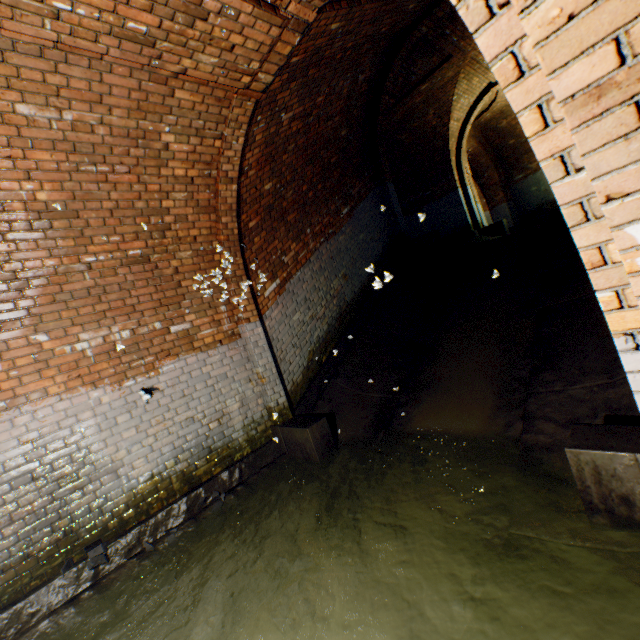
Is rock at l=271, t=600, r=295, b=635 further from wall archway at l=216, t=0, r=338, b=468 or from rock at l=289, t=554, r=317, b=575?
wall archway at l=216, t=0, r=338, b=468

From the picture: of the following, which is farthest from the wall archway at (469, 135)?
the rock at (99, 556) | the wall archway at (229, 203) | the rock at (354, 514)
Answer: the rock at (99, 556)

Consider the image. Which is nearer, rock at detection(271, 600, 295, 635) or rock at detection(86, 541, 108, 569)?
rock at detection(271, 600, 295, 635)

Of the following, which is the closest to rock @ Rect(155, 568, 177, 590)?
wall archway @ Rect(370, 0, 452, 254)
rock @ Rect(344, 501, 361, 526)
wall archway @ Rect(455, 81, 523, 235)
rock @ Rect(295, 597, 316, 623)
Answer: rock @ Rect(295, 597, 316, 623)

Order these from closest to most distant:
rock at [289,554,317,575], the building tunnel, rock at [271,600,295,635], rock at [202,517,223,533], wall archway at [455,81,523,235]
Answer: the building tunnel < rock at [271,600,295,635] < rock at [289,554,317,575] < rock at [202,517,223,533] < wall archway at [455,81,523,235]

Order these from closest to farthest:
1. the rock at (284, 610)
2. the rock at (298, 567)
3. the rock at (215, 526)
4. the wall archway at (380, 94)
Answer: the rock at (284, 610)
the rock at (298, 567)
the rock at (215, 526)
the wall archway at (380, 94)

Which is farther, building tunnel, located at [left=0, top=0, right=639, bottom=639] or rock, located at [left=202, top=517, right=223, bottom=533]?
rock, located at [left=202, top=517, right=223, bottom=533]

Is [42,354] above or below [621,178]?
above
